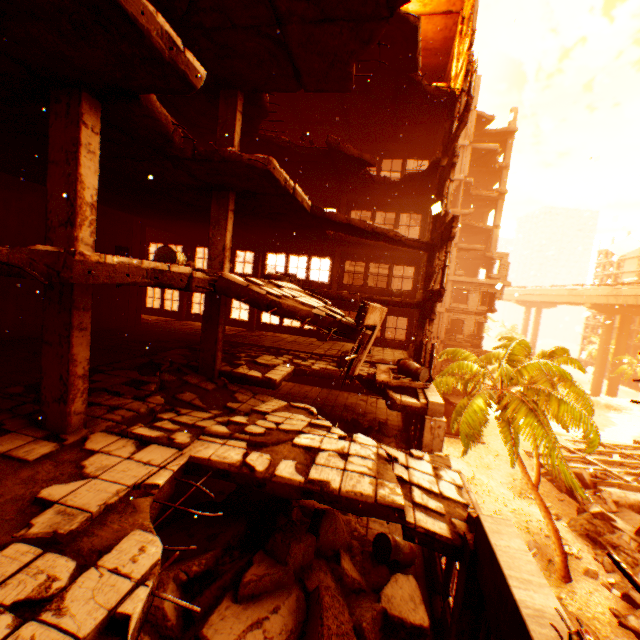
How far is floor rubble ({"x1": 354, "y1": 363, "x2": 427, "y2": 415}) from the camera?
9.5m

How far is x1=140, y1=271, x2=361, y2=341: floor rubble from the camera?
5.8m

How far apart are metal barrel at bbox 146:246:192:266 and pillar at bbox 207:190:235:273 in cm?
154

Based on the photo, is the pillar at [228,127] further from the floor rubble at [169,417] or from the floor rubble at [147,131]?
the floor rubble at [169,417]

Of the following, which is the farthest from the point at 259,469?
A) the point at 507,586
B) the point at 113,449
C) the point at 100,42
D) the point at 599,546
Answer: the point at 599,546

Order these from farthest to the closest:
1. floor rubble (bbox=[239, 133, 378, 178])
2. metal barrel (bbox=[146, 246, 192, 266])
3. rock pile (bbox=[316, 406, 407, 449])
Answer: floor rubble (bbox=[239, 133, 378, 178]), rock pile (bbox=[316, 406, 407, 449]), metal barrel (bbox=[146, 246, 192, 266])

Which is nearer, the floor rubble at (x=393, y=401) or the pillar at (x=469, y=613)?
the pillar at (x=469, y=613)

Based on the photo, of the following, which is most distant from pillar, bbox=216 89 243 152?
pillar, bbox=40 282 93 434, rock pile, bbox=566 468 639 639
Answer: rock pile, bbox=566 468 639 639
